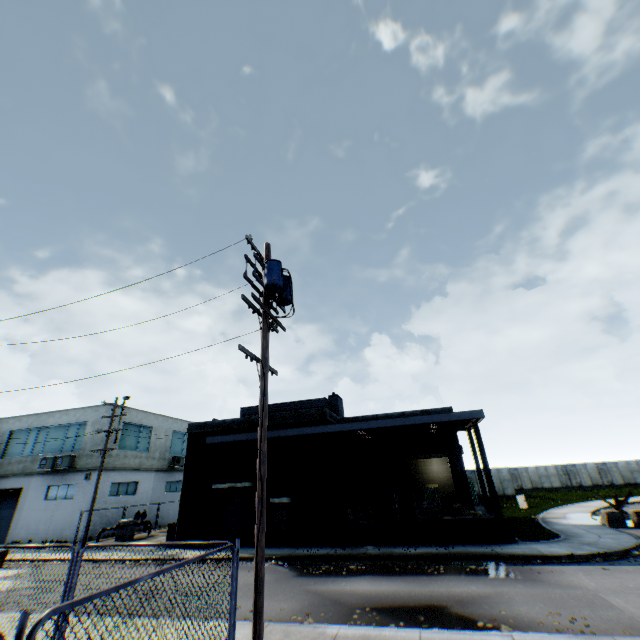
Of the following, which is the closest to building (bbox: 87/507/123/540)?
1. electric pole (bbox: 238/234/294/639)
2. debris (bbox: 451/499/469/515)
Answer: electric pole (bbox: 238/234/294/639)

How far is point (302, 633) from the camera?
7.34m

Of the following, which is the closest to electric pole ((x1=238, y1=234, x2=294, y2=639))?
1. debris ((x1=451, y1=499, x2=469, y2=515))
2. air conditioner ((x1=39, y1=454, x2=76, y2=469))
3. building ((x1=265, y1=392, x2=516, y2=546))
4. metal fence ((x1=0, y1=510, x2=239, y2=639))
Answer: metal fence ((x1=0, y1=510, x2=239, y2=639))

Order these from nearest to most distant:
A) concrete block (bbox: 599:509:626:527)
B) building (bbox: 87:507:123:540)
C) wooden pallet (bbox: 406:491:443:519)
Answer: wooden pallet (bbox: 406:491:443:519) → concrete block (bbox: 599:509:626:527) → building (bbox: 87:507:123:540)

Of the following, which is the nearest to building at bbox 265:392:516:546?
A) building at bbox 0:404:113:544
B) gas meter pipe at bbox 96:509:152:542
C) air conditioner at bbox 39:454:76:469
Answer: gas meter pipe at bbox 96:509:152:542

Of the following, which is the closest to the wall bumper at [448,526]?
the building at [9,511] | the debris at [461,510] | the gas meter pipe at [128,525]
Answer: the debris at [461,510]

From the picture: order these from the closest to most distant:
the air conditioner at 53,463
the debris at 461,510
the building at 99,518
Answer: the debris at 461,510 → the building at 99,518 → the air conditioner at 53,463

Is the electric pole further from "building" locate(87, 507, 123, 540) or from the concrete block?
"building" locate(87, 507, 123, 540)
